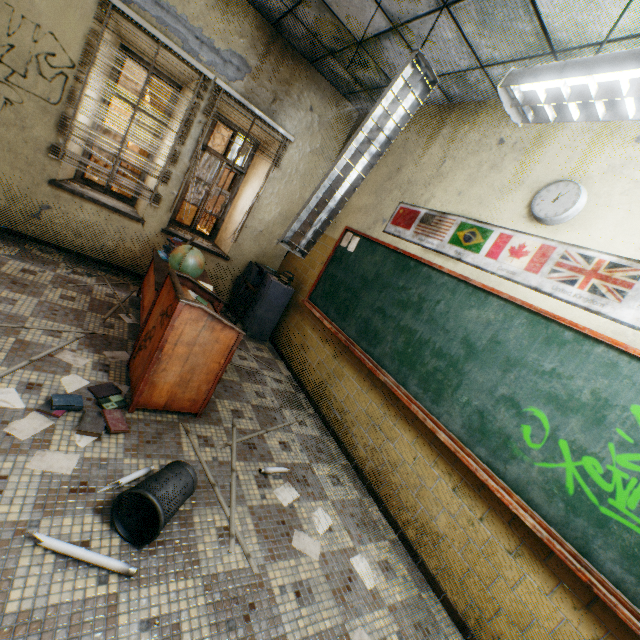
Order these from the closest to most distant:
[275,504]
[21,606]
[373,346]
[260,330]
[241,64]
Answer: [21,606], [275,504], [373,346], [241,64], [260,330]

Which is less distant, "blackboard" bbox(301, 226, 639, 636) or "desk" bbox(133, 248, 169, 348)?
"blackboard" bbox(301, 226, 639, 636)

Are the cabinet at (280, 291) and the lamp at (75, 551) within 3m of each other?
no

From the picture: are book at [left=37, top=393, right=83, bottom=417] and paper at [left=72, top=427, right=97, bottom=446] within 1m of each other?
yes

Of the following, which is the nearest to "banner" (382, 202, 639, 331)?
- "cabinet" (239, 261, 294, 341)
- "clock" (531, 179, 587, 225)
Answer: "clock" (531, 179, 587, 225)

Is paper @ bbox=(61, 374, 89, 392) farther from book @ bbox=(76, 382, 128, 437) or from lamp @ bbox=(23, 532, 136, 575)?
lamp @ bbox=(23, 532, 136, 575)

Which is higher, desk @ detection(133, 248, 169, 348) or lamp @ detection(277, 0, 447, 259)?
lamp @ detection(277, 0, 447, 259)

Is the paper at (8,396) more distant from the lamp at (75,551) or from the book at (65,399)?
the lamp at (75,551)
